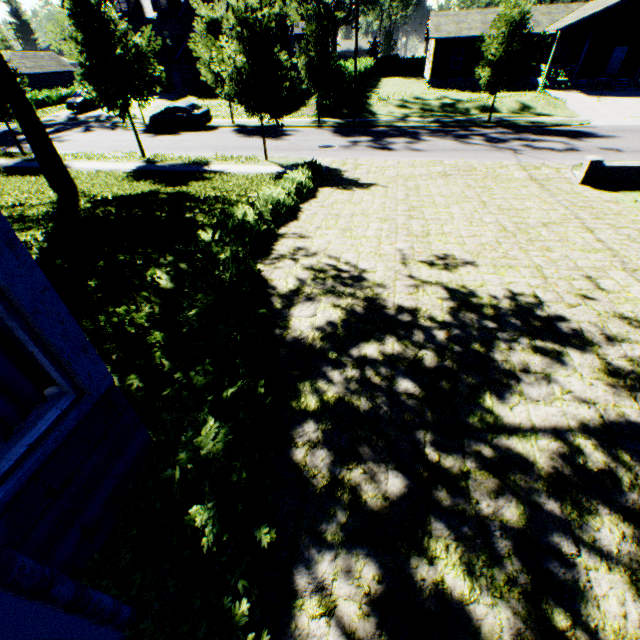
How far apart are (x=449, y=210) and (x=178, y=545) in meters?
10.0 m

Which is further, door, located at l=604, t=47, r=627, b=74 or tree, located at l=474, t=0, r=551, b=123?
door, located at l=604, t=47, r=627, b=74

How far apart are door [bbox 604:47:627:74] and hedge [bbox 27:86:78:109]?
63.3 meters

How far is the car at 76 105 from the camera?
32.5 meters

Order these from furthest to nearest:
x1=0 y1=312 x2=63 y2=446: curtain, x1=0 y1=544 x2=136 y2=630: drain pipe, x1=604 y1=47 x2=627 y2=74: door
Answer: x1=604 y1=47 x2=627 y2=74: door < x1=0 y1=312 x2=63 y2=446: curtain < x1=0 y1=544 x2=136 y2=630: drain pipe

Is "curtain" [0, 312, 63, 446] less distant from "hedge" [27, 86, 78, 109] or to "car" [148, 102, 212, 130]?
"car" [148, 102, 212, 130]

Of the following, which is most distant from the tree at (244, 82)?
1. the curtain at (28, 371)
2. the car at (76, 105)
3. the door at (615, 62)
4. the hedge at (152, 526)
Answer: the door at (615, 62)

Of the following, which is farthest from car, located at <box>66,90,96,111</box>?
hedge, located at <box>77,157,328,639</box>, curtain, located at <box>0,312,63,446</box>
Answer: curtain, located at <box>0,312,63,446</box>
